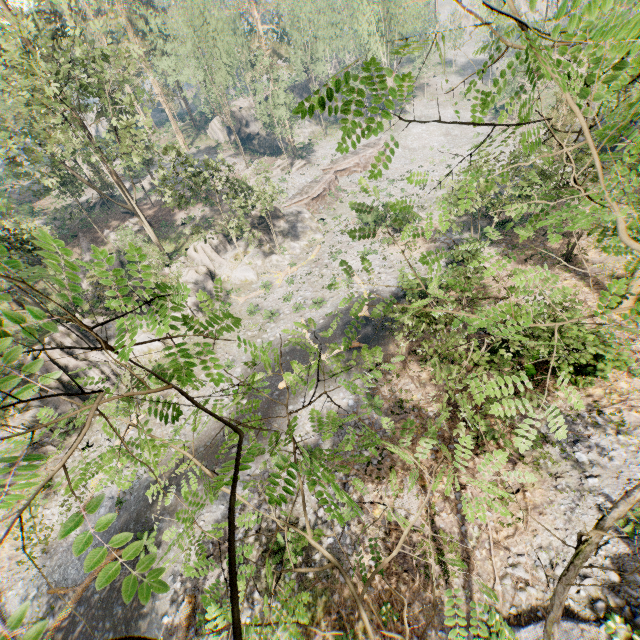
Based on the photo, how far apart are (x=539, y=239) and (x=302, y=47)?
47.69m

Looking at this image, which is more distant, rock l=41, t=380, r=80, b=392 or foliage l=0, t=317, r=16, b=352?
rock l=41, t=380, r=80, b=392

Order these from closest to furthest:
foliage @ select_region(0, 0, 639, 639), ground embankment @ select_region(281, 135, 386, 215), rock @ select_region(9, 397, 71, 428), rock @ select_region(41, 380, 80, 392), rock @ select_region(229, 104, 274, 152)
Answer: foliage @ select_region(0, 0, 639, 639), rock @ select_region(9, 397, 71, 428), rock @ select_region(41, 380, 80, 392), ground embankment @ select_region(281, 135, 386, 215), rock @ select_region(229, 104, 274, 152)

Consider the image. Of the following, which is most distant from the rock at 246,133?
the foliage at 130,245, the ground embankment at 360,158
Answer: the foliage at 130,245

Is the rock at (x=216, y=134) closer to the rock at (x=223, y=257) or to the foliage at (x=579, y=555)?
the rock at (x=223, y=257)

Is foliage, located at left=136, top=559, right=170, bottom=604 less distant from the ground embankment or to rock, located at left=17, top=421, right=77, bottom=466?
rock, located at left=17, top=421, right=77, bottom=466

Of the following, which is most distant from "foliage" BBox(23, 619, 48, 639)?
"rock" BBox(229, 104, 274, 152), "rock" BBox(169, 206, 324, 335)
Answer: "rock" BBox(229, 104, 274, 152)

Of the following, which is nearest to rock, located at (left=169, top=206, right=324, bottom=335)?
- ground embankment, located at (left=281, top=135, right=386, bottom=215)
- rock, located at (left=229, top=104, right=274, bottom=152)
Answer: ground embankment, located at (left=281, top=135, right=386, bottom=215)
